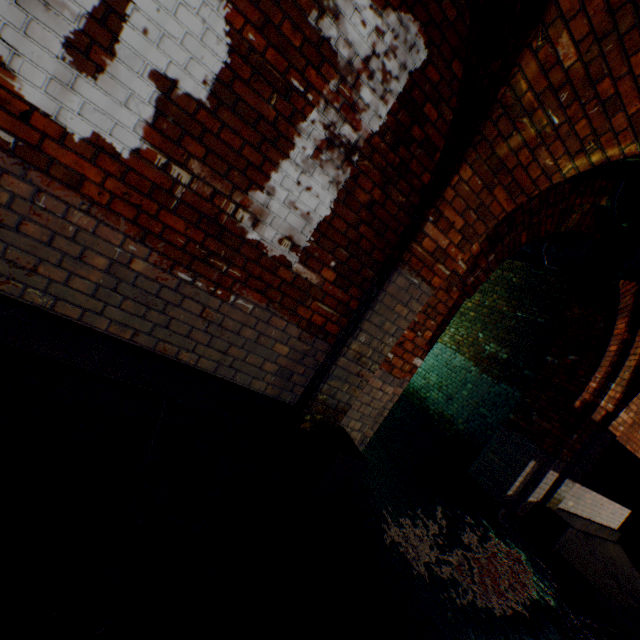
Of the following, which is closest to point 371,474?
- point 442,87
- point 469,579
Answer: point 469,579

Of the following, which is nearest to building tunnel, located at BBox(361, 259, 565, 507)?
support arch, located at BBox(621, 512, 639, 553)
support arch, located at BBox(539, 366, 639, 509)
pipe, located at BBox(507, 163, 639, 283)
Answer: pipe, located at BBox(507, 163, 639, 283)

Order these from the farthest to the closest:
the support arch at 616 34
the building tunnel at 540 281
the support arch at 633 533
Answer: the support arch at 633 533, the building tunnel at 540 281, the support arch at 616 34

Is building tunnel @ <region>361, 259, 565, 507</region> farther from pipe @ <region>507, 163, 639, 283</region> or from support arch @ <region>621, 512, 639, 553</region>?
support arch @ <region>621, 512, 639, 553</region>

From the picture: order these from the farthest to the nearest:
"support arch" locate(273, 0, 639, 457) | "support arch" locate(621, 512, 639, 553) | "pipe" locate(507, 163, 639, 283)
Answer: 1. "support arch" locate(621, 512, 639, 553)
2. "pipe" locate(507, 163, 639, 283)
3. "support arch" locate(273, 0, 639, 457)

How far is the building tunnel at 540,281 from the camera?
5.6m

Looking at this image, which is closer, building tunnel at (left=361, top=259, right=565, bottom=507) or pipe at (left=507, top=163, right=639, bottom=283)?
pipe at (left=507, top=163, right=639, bottom=283)

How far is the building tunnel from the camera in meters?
5.6 m
